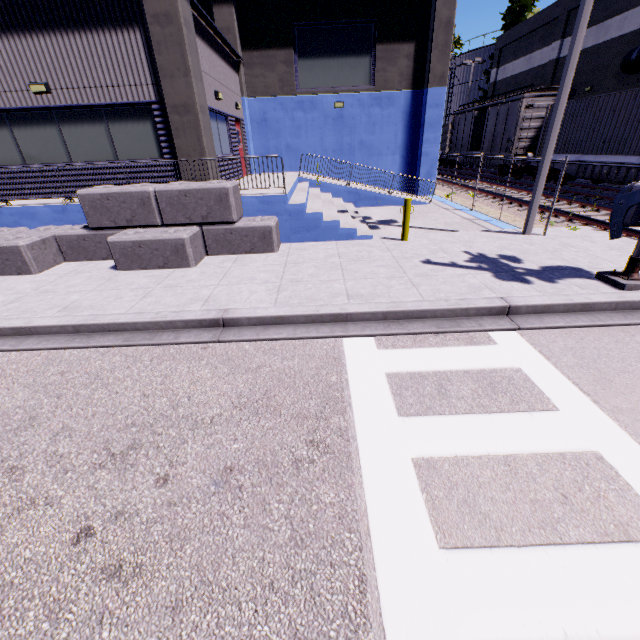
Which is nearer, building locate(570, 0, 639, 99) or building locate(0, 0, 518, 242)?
building locate(0, 0, 518, 242)

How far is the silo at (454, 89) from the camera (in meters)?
36.78

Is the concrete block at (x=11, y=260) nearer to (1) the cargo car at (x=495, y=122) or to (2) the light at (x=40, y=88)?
(2) the light at (x=40, y=88)

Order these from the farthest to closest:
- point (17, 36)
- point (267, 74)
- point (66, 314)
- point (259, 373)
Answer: point (267, 74) < point (17, 36) < point (66, 314) < point (259, 373)

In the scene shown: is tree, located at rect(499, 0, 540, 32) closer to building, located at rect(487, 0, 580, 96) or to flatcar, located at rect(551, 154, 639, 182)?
building, located at rect(487, 0, 580, 96)

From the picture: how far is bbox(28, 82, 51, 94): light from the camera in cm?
913

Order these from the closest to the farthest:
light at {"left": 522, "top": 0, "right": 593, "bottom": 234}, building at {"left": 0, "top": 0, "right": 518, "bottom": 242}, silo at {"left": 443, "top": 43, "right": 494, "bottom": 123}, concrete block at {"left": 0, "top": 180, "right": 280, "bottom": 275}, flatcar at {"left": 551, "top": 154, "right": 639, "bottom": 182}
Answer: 1. light at {"left": 522, "top": 0, "right": 593, "bottom": 234}
2. concrete block at {"left": 0, "top": 180, "right": 280, "bottom": 275}
3. building at {"left": 0, "top": 0, "right": 518, "bottom": 242}
4. flatcar at {"left": 551, "top": 154, "right": 639, "bottom": 182}
5. silo at {"left": 443, "top": 43, "right": 494, "bottom": 123}

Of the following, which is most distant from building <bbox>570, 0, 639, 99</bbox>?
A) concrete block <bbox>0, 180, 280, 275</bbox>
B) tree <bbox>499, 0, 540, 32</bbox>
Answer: tree <bbox>499, 0, 540, 32</bbox>
